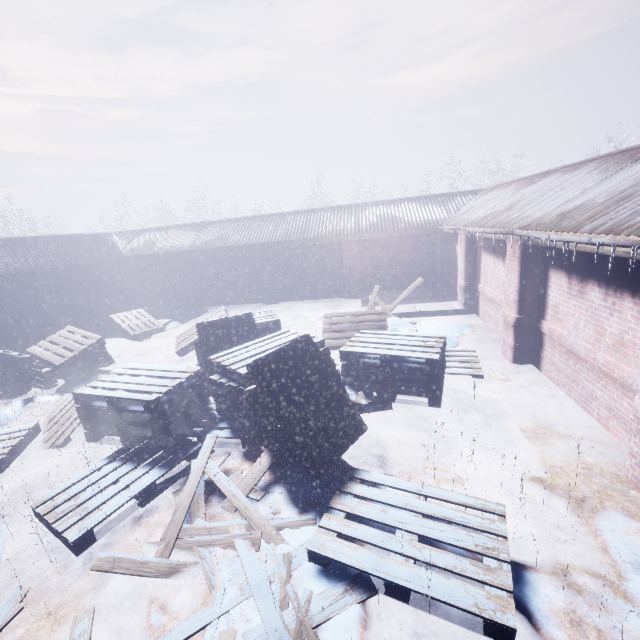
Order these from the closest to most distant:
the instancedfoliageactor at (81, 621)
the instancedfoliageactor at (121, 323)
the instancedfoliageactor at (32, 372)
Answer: the instancedfoliageactor at (81, 621) < the instancedfoliageactor at (32, 372) < the instancedfoliageactor at (121, 323)

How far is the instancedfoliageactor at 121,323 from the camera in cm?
964

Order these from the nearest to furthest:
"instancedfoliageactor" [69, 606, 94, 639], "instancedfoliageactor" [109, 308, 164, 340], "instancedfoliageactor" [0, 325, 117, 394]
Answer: "instancedfoliageactor" [69, 606, 94, 639], "instancedfoliageactor" [0, 325, 117, 394], "instancedfoliageactor" [109, 308, 164, 340]

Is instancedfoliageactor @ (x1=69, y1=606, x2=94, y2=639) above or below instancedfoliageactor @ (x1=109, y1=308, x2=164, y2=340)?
below

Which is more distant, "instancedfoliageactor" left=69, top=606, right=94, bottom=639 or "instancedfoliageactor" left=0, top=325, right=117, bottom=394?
"instancedfoliageactor" left=0, top=325, right=117, bottom=394

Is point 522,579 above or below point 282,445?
below

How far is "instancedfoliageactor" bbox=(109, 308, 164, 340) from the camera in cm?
964
